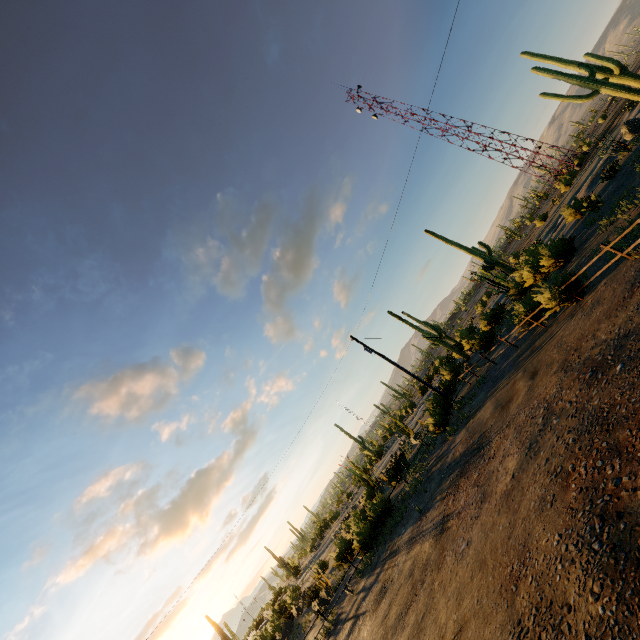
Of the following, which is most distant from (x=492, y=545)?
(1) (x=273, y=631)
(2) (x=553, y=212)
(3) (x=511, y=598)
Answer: (2) (x=553, y=212)
